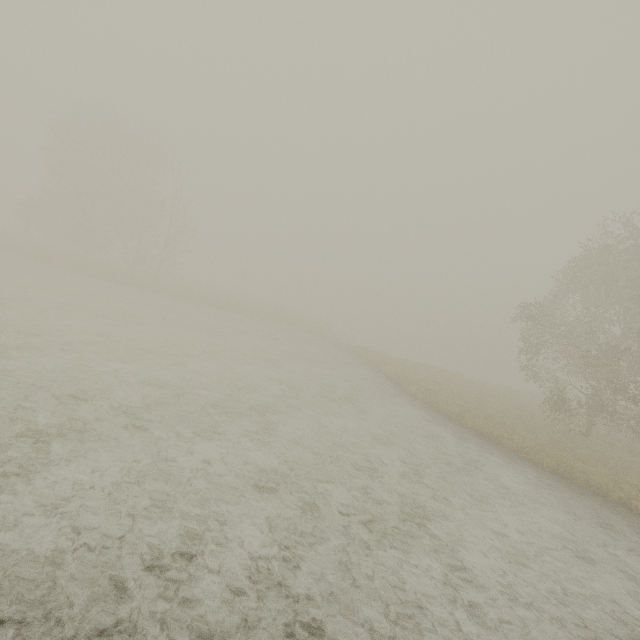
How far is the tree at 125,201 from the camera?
31.8m

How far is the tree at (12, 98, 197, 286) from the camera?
31.77m

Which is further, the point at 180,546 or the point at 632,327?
the point at 632,327
